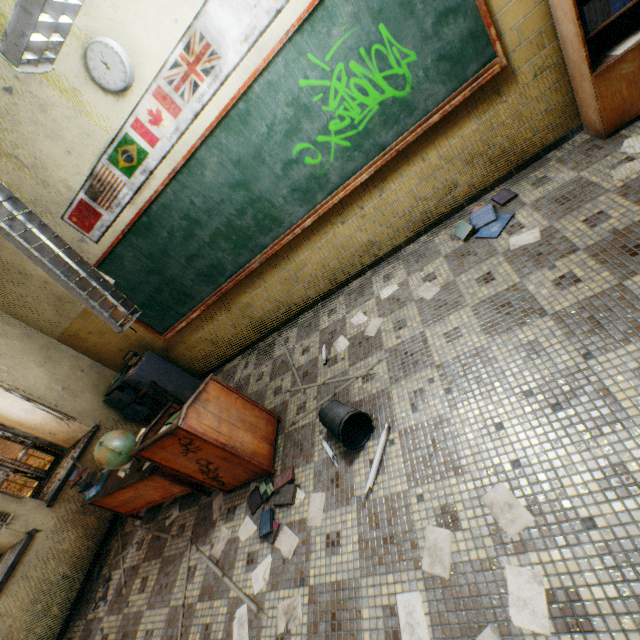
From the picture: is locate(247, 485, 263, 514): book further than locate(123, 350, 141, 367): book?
No

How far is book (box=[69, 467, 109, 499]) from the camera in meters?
3.5 m

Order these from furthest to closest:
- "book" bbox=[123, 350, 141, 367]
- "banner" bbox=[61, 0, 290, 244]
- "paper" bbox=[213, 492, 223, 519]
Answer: "book" bbox=[123, 350, 141, 367] → "paper" bbox=[213, 492, 223, 519] → "banner" bbox=[61, 0, 290, 244]

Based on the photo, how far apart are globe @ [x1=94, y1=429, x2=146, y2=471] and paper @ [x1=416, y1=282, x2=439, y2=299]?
3.11m

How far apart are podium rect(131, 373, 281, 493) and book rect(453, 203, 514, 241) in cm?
253

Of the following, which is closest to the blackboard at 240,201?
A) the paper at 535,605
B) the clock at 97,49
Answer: the clock at 97,49

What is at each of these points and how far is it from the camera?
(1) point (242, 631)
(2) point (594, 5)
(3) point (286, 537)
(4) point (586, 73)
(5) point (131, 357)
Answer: (1) paper, 2.2m
(2) book, 2.2m
(3) paper, 2.4m
(4) bookcase, 2.4m
(5) book, 4.7m

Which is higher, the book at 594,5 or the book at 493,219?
the book at 594,5
